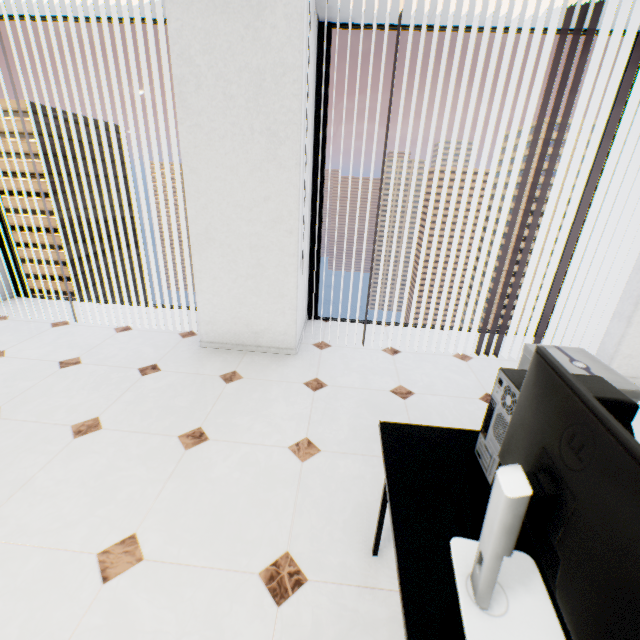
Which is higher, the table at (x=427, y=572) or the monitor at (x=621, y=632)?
the monitor at (x=621, y=632)

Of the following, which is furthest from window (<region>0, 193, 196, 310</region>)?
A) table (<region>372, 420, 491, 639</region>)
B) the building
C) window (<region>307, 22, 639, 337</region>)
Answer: the building

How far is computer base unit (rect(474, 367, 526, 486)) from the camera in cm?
94

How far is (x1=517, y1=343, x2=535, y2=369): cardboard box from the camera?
1.5 meters

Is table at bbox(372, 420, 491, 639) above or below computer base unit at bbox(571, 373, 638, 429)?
below

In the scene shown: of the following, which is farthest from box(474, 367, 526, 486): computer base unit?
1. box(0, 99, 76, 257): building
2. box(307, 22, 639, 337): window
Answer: box(0, 99, 76, 257): building

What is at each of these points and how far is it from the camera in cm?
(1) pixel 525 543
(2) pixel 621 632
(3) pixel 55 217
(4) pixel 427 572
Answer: (1) table, 86
(2) monitor, 42
(3) building, 5719
(4) table, 78

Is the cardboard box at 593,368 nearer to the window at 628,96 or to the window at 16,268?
the window at 628,96
